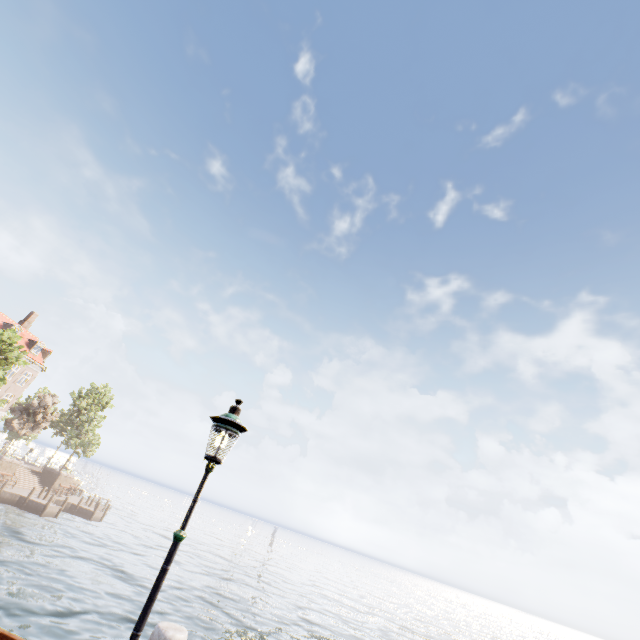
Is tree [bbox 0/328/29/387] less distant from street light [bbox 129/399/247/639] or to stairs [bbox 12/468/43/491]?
street light [bbox 129/399/247/639]

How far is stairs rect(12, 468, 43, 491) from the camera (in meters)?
32.72

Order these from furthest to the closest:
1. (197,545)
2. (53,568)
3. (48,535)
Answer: (197,545), (48,535), (53,568)

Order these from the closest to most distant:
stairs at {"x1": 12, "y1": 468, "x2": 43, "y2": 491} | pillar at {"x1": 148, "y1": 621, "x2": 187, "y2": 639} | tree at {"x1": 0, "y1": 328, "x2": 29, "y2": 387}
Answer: pillar at {"x1": 148, "y1": 621, "x2": 187, "y2": 639}
tree at {"x1": 0, "y1": 328, "x2": 29, "y2": 387}
stairs at {"x1": 12, "y1": 468, "x2": 43, "y2": 491}

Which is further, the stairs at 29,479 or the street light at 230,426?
the stairs at 29,479

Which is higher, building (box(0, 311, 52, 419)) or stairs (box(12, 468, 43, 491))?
building (box(0, 311, 52, 419))

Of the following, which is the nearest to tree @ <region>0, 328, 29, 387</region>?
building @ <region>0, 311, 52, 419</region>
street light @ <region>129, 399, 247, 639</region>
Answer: building @ <region>0, 311, 52, 419</region>

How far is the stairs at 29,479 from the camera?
32.7 meters
